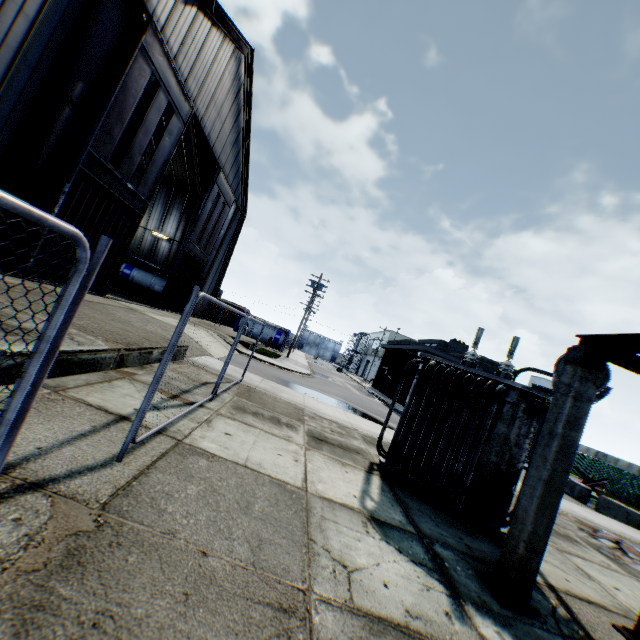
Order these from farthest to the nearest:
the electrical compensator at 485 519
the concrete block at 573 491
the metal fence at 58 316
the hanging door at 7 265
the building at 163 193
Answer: the concrete block at 573 491 < the building at 163 193 < the hanging door at 7 265 < the electrical compensator at 485 519 < the metal fence at 58 316

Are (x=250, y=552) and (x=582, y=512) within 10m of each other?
no

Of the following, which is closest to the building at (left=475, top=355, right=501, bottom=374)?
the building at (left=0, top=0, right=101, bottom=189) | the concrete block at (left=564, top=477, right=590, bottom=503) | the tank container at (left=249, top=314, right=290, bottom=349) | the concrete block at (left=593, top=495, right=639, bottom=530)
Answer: the concrete block at (left=564, top=477, right=590, bottom=503)

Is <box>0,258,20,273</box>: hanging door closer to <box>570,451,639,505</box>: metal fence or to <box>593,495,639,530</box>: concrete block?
<box>570,451,639,505</box>: metal fence

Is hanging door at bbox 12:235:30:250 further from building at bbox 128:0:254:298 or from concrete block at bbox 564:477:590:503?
concrete block at bbox 564:477:590:503

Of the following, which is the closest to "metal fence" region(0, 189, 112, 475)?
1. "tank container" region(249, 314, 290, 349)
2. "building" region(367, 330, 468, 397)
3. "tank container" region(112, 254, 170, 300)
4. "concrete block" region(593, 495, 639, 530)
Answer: "concrete block" region(593, 495, 639, 530)

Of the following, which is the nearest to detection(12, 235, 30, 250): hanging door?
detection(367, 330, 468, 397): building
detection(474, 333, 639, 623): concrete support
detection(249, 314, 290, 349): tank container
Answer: detection(474, 333, 639, 623): concrete support

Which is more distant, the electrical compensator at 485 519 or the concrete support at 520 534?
the electrical compensator at 485 519
